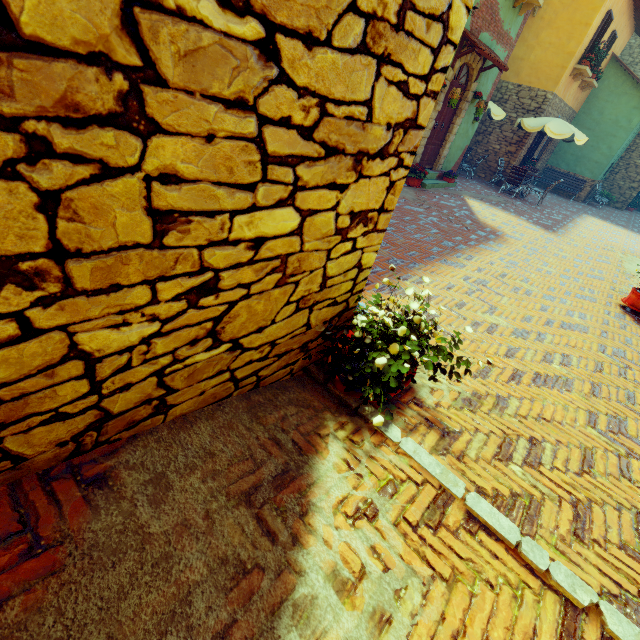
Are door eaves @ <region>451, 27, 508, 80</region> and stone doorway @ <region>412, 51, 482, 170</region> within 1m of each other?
yes

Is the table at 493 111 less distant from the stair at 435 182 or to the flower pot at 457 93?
the stair at 435 182

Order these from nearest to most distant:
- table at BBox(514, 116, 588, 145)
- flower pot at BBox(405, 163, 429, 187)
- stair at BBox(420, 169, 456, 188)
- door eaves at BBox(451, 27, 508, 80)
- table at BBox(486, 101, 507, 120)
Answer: door eaves at BBox(451, 27, 508, 80) < flower pot at BBox(405, 163, 429, 187) < stair at BBox(420, 169, 456, 188) < table at BBox(514, 116, 588, 145) < table at BBox(486, 101, 507, 120)

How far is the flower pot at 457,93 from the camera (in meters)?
8.30

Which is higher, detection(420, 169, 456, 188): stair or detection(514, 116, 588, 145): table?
detection(514, 116, 588, 145): table

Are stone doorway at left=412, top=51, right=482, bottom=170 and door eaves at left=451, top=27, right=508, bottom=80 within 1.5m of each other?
yes

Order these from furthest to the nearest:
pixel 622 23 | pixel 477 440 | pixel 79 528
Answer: pixel 622 23 < pixel 477 440 < pixel 79 528

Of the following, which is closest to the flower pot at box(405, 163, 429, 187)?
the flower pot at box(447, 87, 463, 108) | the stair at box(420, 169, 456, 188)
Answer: the stair at box(420, 169, 456, 188)
